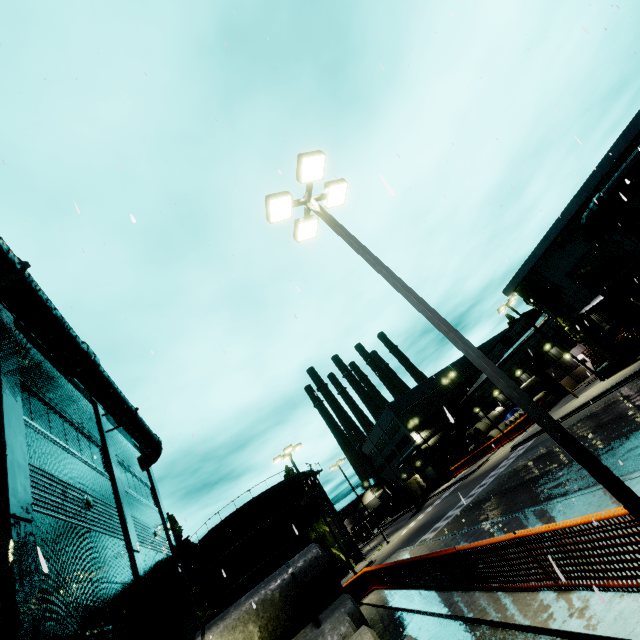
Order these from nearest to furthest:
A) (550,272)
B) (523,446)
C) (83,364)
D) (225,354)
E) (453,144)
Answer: (225,354) < (453,144) < (83,364) < (550,272) < (523,446)

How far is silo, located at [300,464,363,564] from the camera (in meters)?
38.63

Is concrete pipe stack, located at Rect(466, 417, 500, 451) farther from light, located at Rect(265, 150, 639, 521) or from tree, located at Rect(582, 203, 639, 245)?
light, located at Rect(265, 150, 639, 521)

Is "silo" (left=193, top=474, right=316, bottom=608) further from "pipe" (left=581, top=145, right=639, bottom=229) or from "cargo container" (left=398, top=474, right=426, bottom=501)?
"pipe" (left=581, top=145, right=639, bottom=229)

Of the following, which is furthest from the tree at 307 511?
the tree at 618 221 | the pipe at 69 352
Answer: the pipe at 69 352

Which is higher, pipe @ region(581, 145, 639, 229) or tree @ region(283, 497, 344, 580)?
pipe @ region(581, 145, 639, 229)

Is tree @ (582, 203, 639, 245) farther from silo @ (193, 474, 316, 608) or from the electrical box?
the electrical box

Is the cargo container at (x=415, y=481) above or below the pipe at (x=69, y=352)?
below
